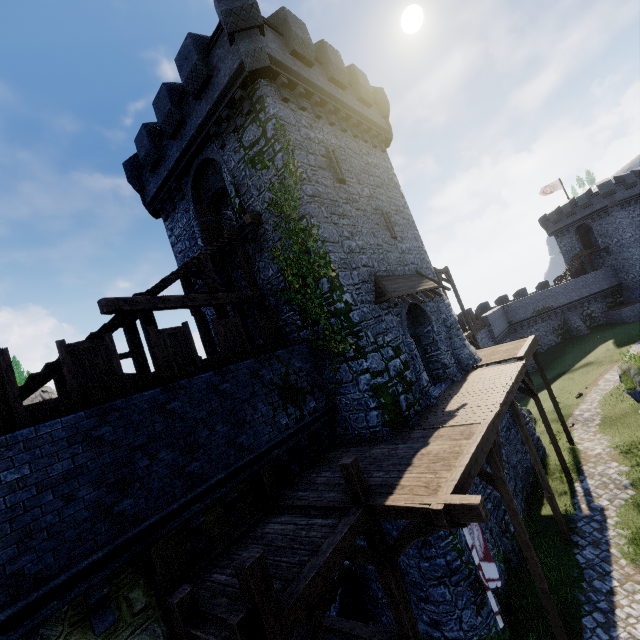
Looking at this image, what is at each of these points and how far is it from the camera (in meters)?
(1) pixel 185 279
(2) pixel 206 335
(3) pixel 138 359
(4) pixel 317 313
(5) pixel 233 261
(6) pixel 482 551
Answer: (1) stairs, 12.45
(2) wooden post, 12.27
(3) stairs, 10.20
(4) ivy, 11.79
(5) building, 14.56
(6) flag, 7.26

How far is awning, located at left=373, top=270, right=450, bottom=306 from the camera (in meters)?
12.39

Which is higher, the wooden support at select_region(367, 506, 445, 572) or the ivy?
the ivy

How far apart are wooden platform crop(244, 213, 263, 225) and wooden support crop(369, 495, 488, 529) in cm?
1007

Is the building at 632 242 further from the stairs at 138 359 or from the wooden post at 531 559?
the stairs at 138 359

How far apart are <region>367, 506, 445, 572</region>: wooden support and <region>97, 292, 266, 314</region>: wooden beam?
7.5 meters

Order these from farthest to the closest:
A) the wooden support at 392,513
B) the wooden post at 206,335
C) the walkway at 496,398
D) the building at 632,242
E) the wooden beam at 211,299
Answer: the building at 632,242 < the wooden post at 206,335 < the wooden beam at 211,299 < the wooden support at 392,513 < the walkway at 496,398
